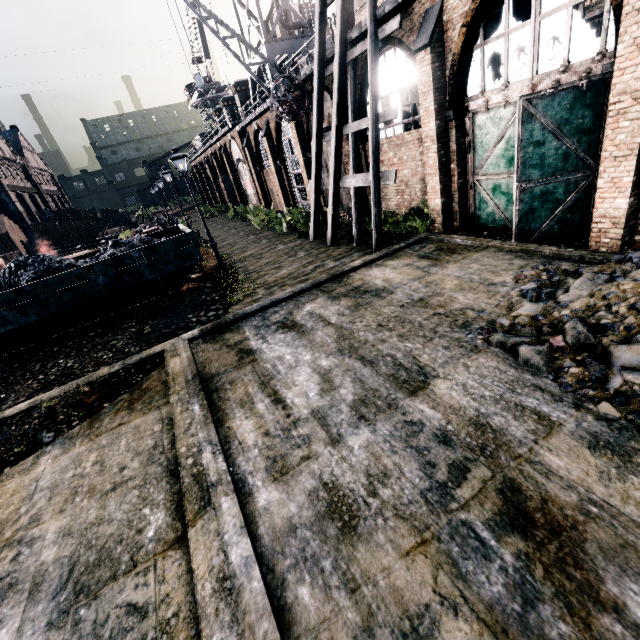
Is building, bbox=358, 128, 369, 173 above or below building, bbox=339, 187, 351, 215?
above

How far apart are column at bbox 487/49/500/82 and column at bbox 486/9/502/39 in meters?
0.1 m

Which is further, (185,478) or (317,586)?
(185,478)

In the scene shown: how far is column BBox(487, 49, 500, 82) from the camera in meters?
15.5 m

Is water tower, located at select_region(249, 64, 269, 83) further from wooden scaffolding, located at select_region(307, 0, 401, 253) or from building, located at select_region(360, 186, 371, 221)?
wooden scaffolding, located at select_region(307, 0, 401, 253)

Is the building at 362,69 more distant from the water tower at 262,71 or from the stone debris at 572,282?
the water tower at 262,71

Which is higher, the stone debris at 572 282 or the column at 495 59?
the column at 495 59

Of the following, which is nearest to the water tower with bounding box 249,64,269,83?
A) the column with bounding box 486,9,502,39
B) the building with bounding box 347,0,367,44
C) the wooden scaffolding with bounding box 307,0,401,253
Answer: the building with bounding box 347,0,367,44
